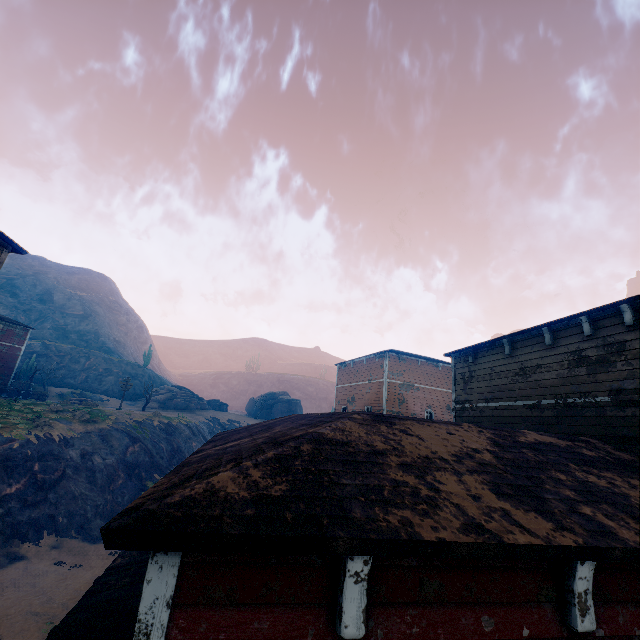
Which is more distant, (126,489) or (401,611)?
(126,489)

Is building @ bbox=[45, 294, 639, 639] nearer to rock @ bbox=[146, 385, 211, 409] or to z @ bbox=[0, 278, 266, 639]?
z @ bbox=[0, 278, 266, 639]

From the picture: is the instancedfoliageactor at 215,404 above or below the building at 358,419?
above

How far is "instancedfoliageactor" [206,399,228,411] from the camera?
55.0m

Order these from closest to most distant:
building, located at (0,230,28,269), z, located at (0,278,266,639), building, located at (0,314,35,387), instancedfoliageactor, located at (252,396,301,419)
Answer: building, located at (0,230,28,269), z, located at (0,278,266,639), building, located at (0,314,35,387), instancedfoliageactor, located at (252,396,301,419)

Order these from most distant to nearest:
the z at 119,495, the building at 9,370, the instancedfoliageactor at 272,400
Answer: the instancedfoliageactor at 272,400
the building at 9,370
the z at 119,495

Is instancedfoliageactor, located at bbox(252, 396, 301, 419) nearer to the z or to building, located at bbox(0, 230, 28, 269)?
the z
